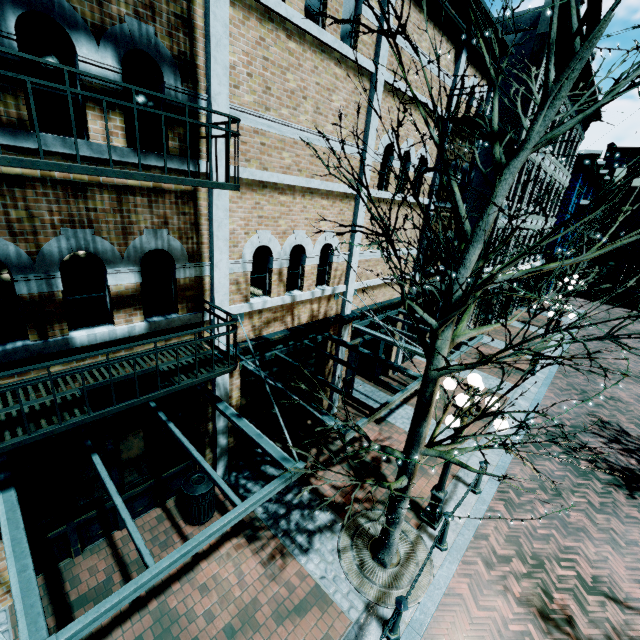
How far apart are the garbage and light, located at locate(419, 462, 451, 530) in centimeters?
441cm

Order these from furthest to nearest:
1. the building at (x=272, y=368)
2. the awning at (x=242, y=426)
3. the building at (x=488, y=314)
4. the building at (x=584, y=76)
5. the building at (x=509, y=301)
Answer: the building at (x=509, y=301) < the building at (x=488, y=314) < the building at (x=584, y=76) < the building at (x=272, y=368) < the awning at (x=242, y=426)

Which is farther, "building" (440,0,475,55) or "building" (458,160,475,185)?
"building" (458,160,475,185)

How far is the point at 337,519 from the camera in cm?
688

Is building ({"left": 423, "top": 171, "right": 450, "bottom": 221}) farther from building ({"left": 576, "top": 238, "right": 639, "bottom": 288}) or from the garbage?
building ({"left": 576, "top": 238, "right": 639, "bottom": 288})

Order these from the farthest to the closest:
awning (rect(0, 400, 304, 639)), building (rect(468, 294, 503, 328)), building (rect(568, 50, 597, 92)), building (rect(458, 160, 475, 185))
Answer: building (rect(468, 294, 503, 328)) → building (rect(568, 50, 597, 92)) → building (rect(458, 160, 475, 185)) → awning (rect(0, 400, 304, 639))

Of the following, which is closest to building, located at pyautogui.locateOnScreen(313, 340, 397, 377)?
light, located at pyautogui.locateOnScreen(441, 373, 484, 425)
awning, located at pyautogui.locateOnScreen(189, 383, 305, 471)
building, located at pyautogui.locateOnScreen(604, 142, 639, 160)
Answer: awning, located at pyautogui.locateOnScreen(189, 383, 305, 471)

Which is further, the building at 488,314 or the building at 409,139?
the building at 488,314
